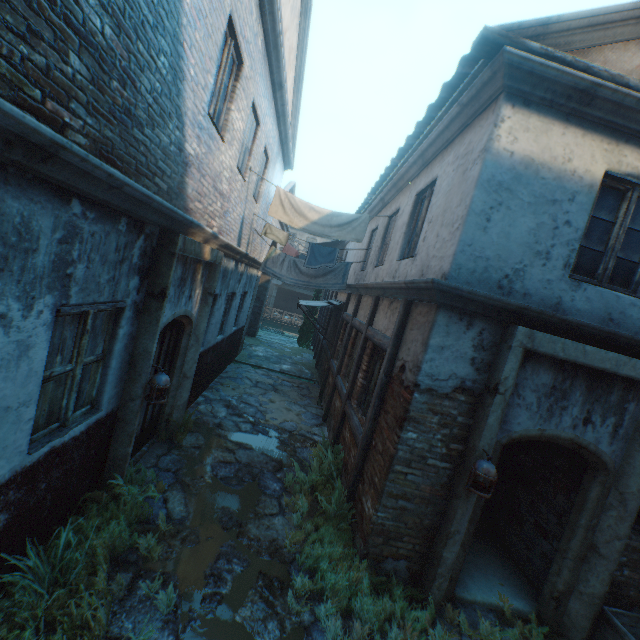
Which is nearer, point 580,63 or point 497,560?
point 580,63

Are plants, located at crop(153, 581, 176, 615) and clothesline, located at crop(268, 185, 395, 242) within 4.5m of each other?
no

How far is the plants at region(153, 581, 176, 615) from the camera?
3.1m

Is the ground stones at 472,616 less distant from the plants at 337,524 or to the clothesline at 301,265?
the plants at 337,524

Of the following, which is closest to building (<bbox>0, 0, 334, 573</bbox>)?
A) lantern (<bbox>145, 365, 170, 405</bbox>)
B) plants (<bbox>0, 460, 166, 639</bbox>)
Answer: plants (<bbox>0, 460, 166, 639</bbox>)

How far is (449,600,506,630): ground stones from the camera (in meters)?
4.04

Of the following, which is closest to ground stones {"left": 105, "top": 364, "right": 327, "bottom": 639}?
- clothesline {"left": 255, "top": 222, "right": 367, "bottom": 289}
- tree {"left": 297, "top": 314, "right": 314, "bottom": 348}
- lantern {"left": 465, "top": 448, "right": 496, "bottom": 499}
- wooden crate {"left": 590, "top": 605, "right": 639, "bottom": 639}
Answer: wooden crate {"left": 590, "top": 605, "right": 639, "bottom": 639}

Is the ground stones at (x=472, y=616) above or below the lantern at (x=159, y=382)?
below
